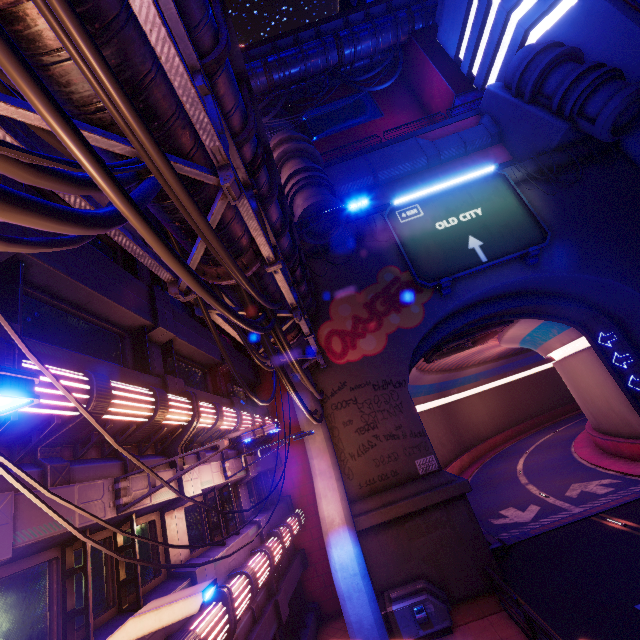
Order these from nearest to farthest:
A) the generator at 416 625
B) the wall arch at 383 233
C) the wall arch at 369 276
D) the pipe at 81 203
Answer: the pipe at 81 203, the generator at 416 625, the wall arch at 369 276, the wall arch at 383 233

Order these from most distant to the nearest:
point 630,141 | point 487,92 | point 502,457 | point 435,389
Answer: point 435,389, point 502,457, point 487,92, point 630,141

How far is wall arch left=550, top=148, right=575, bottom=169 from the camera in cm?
1934

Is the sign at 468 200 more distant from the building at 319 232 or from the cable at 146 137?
the cable at 146 137

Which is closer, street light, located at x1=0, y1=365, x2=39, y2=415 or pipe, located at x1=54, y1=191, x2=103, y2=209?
street light, located at x1=0, y1=365, x2=39, y2=415

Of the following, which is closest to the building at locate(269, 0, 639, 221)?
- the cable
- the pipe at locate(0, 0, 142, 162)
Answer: the pipe at locate(0, 0, 142, 162)

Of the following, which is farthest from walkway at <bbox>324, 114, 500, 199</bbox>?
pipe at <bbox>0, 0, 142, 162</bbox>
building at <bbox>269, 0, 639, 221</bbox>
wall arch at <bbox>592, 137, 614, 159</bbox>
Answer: pipe at <bbox>0, 0, 142, 162</bbox>

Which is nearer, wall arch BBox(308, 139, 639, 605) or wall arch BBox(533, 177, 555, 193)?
wall arch BBox(308, 139, 639, 605)
